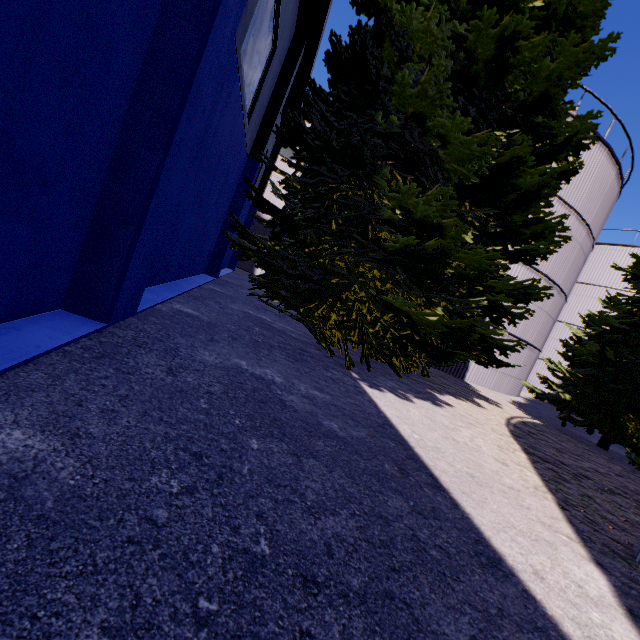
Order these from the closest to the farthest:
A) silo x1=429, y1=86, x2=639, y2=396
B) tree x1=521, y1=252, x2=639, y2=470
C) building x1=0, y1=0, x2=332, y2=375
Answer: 1. building x1=0, y1=0, x2=332, y2=375
2. tree x1=521, y1=252, x2=639, y2=470
3. silo x1=429, y1=86, x2=639, y2=396

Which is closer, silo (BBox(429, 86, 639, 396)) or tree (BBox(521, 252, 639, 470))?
tree (BBox(521, 252, 639, 470))

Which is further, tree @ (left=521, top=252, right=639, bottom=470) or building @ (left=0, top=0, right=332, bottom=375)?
tree @ (left=521, top=252, right=639, bottom=470)

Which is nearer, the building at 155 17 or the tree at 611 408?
the building at 155 17

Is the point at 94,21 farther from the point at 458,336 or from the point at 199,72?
the point at 458,336

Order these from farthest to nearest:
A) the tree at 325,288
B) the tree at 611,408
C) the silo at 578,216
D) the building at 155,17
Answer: the silo at 578,216 → the tree at 611,408 → the tree at 325,288 → the building at 155,17

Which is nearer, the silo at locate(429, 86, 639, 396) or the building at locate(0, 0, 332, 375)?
the building at locate(0, 0, 332, 375)
